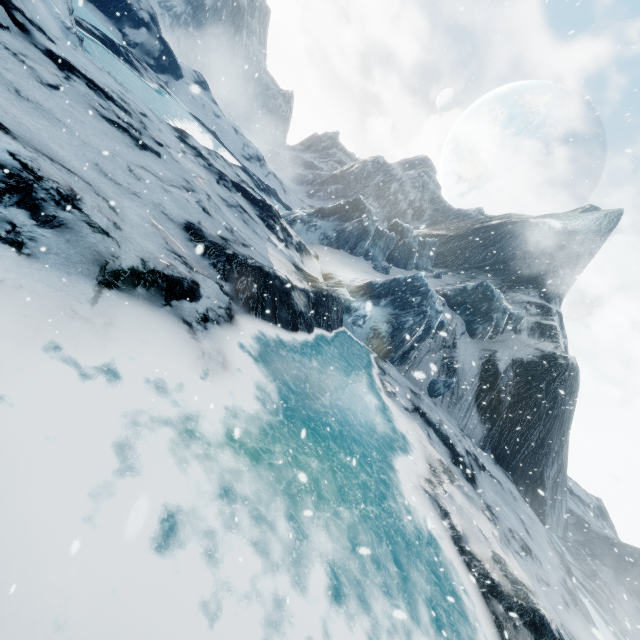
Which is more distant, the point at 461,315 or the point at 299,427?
the point at 461,315
